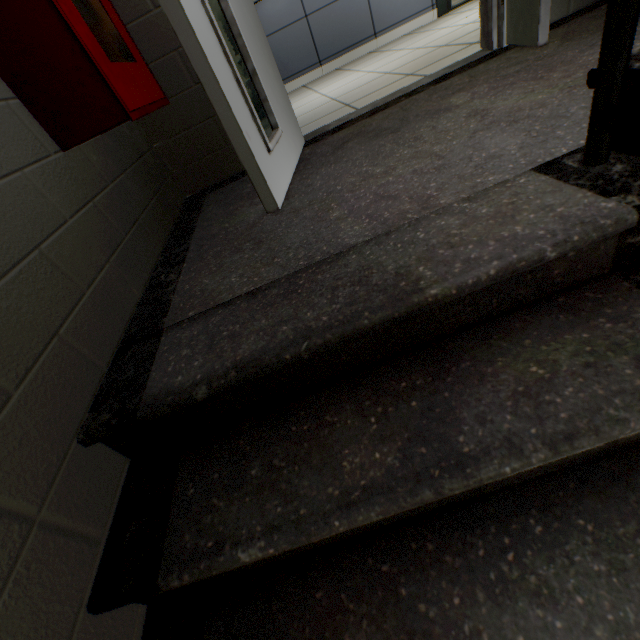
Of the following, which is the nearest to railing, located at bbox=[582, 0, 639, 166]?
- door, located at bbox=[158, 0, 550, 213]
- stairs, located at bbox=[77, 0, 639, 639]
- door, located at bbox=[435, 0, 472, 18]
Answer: stairs, located at bbox=[77, 0, 639, 639]

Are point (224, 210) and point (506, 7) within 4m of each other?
yes

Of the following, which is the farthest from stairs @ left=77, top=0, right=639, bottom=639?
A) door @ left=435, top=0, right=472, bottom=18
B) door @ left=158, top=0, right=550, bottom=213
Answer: door @ left=435, top=0, right=472, bottom=18

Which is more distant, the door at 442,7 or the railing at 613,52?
the door at 442,7

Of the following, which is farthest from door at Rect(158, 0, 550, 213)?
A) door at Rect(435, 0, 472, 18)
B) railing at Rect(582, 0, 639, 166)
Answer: door at Rect(435, 0, 472, 18)

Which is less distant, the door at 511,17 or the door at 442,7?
the door at 511,17

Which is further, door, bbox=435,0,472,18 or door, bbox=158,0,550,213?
door, bbox=435,0,472,18

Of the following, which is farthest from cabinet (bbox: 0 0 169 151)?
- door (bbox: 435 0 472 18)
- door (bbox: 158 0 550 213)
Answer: door (bbox: 435 0 472 18)
